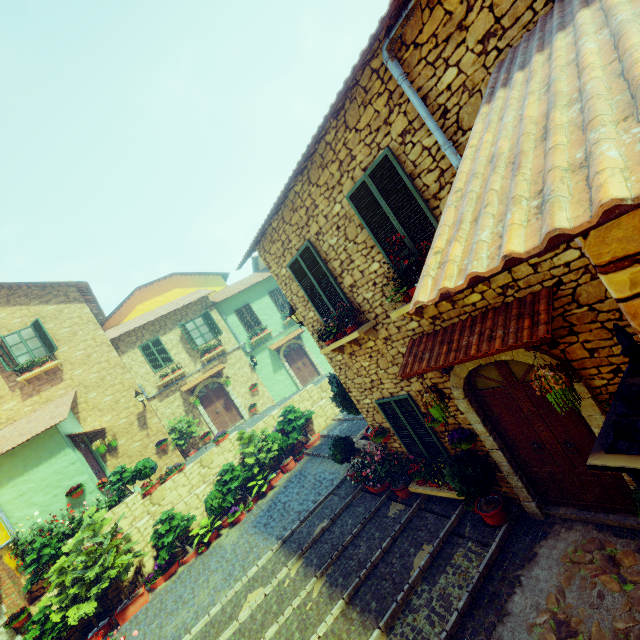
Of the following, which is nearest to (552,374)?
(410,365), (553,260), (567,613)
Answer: (553,260)

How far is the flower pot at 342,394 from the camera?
8.9 meters

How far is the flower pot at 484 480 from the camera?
5.69m

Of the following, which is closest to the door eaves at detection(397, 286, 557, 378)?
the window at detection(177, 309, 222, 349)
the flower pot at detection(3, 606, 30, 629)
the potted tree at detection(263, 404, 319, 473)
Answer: the potted tree at detection(263, 404, 319, 473)

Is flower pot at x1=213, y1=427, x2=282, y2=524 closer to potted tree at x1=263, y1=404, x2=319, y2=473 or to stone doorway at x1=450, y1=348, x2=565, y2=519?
potted tree at x1=263, y1=404, x2=319, y2=473

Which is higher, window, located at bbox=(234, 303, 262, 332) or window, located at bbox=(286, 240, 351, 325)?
window, located at bbox=(234, 303, 262, 332)

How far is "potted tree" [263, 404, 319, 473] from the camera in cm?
1299

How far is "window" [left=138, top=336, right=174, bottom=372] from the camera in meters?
16.9 m
